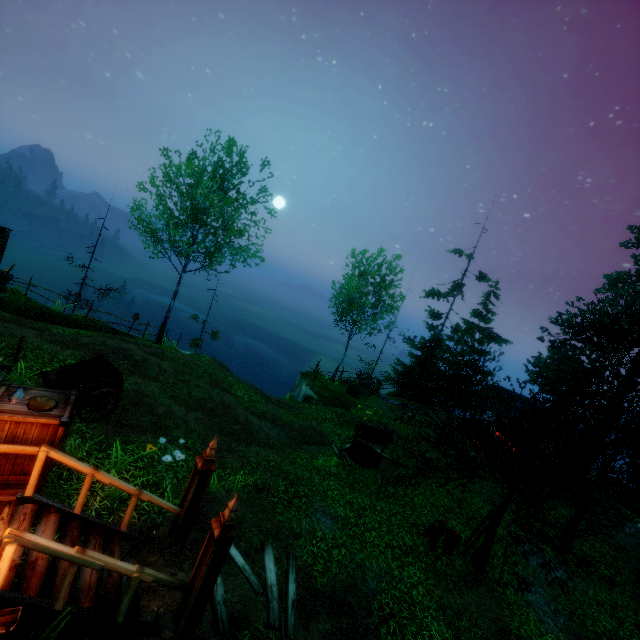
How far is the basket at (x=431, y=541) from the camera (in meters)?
10.55

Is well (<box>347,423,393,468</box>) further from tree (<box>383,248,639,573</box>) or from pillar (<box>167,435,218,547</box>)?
pillar (<box>167,435,218,547</box>)

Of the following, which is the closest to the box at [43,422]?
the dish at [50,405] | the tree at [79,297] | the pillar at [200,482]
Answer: the dish at [50,405]

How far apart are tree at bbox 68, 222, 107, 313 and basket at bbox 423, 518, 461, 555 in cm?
2171

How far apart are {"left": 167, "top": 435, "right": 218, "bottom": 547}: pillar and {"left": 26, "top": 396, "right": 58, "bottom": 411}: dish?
2.6m

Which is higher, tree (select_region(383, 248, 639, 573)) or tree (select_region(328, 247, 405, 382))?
tree (select_region(328, 247, 405, 382))

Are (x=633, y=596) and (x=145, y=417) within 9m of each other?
no

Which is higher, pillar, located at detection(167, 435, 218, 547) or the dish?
the dish
